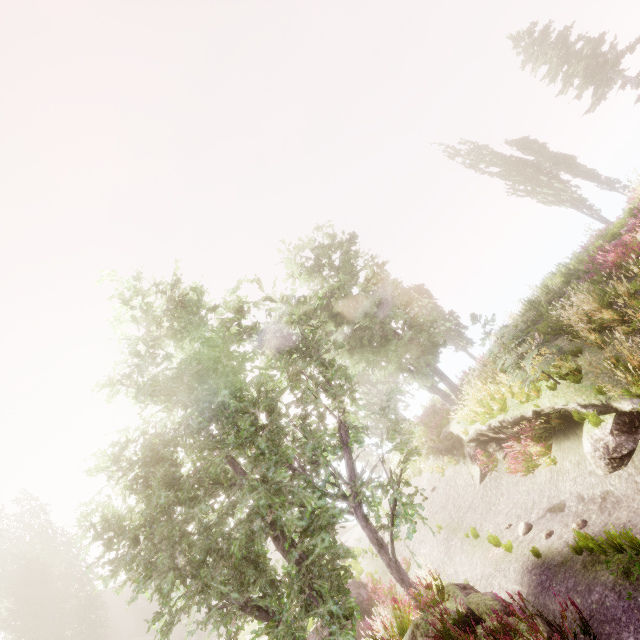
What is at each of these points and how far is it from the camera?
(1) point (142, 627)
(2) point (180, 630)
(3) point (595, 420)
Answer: (1) rock, 31.20m
(2) rock, 30.11m
(3) instancedfoliageactor, 7.57m

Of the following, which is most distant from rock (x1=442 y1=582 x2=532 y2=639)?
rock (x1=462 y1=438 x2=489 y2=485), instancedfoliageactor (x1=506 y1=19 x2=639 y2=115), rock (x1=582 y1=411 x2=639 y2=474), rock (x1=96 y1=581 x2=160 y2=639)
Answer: rock (x1=96 y1=581 x2=160 y2=639)

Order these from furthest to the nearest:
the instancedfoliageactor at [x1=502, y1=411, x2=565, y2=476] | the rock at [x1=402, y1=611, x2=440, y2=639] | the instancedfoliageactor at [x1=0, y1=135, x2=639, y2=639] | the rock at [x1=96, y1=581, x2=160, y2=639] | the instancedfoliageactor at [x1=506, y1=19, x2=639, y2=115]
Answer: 1. the rock at [x1=96, y1=581, x2=160, y2=639]
2. the instancedfoliageactor at [x1=506, y1=19, x2=639, y2=115]
3. the instancedfoliageactor at [x1=502, y1=411, x2=565, y2=476]
4. the instancedfoliageactor at [x1=0, y1=135, x2=639, y2=639]
5. the rock at [x1=402, y1=611, x2=440, y2=639]

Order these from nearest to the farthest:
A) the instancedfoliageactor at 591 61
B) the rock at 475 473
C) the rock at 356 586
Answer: the rock at 356 586 < the rock at 475 473 < the instancedfoliageactor at 591 61

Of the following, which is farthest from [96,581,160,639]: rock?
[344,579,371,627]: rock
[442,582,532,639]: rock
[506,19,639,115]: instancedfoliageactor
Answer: [442,582,532,639]: rock

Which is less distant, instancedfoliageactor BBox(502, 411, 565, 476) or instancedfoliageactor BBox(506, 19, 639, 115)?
instancedfoliageactor BBox(502, 411, 565, 476)

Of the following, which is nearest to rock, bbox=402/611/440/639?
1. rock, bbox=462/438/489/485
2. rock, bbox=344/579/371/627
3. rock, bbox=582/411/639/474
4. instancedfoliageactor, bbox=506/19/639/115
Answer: instancedfoliageactor, bbox=506/19/639/115

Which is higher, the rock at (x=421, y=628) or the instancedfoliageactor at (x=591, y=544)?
the rock at (x=421, y=628)
